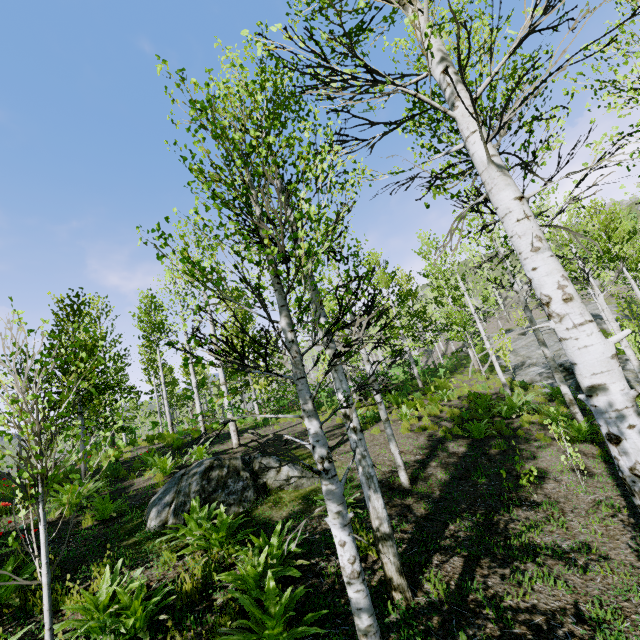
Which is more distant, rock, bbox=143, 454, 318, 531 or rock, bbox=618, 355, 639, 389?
rock, bbox=618, 355, 639, 389

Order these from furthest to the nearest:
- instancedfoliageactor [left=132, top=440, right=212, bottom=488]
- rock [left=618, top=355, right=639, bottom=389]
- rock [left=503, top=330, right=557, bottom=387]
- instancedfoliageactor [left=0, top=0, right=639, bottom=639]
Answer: rock [left=503, top=330, right=557, bottom=387] < rock [left=618, top=355, right=639, bottom=389] < instancedfoliageactor [left=132, top=440, right=212, bottom=488] < instancedfoliageactor [left=0, top=0, right=639, bottom=639]

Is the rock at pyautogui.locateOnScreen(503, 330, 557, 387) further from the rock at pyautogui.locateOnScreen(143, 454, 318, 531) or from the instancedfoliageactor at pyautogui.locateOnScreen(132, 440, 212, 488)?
the rock at pyautogui.locateOnScreen(143, 454, 318, 531)

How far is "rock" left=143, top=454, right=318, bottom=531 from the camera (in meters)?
Answer: 6.31

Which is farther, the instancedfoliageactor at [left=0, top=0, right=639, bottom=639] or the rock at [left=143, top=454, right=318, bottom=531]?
the rock at [left=143, top=454, right=318, bottom=531]

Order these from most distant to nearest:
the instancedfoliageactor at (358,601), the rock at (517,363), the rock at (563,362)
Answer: the rock at (517,363), the rock at (563,362), the instancedfoliageactor at (358,601)

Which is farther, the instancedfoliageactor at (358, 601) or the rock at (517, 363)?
the rock at (517, 363)

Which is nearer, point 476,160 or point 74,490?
point 476,160
